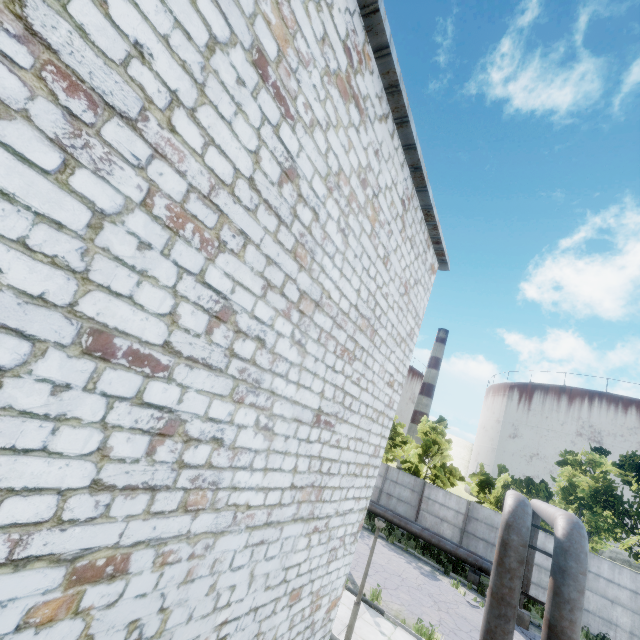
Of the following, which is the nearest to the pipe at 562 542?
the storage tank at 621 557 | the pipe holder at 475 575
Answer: the pipe holder at 475 575

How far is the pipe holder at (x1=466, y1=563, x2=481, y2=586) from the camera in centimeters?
1734cm

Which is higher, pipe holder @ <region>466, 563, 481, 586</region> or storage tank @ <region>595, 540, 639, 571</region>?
storage tank @ <region>595, 540, 639, 571</region>

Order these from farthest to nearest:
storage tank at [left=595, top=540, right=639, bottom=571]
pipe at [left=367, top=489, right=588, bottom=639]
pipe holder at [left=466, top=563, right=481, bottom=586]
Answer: storage tank at [left=595, top=540, right=639, bottom=571] → pipe holder at [left=466, top=563, right=481, bottom=586] → pipe at [left=367, top=489, right=588, bottom=639]

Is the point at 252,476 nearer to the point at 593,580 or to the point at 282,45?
the point at 282,45

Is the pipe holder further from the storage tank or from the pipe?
the storage tank

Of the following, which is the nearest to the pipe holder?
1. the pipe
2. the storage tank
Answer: the pipe

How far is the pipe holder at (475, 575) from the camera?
17.3m
